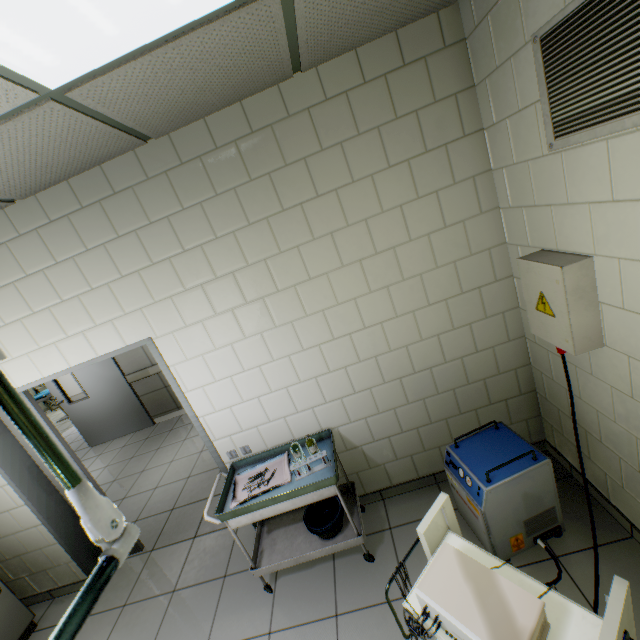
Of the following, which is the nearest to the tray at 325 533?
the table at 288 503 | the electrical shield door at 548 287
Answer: the table at 288 503

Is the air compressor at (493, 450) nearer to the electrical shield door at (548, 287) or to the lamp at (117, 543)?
the electrical shield door at (548, 287)

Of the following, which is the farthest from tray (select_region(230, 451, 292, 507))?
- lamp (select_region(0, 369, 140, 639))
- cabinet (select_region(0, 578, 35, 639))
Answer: cabinet (select_region(0, 578, 35, 639))

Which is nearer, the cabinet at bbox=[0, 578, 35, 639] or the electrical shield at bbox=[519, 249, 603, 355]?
the electrical shield at bbox=[519, 249, 603, 355]

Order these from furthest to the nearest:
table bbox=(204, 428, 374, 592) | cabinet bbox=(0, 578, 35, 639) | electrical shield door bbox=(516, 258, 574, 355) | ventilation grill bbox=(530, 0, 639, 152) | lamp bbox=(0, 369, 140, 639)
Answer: cabinet bbox=(0, 578, 35, 639) < table bbox=(204, 428, 374, 592) < electrical shield door bbox=(516, 258, 574, 355) < ventilation grill bbox=(530, 0, 639, 152) < lamp bbox=(0, 369, 140, 639)

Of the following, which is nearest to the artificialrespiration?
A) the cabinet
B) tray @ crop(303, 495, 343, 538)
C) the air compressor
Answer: the air compressor

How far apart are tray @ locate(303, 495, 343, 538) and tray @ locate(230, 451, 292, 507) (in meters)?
0.43

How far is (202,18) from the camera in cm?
121
